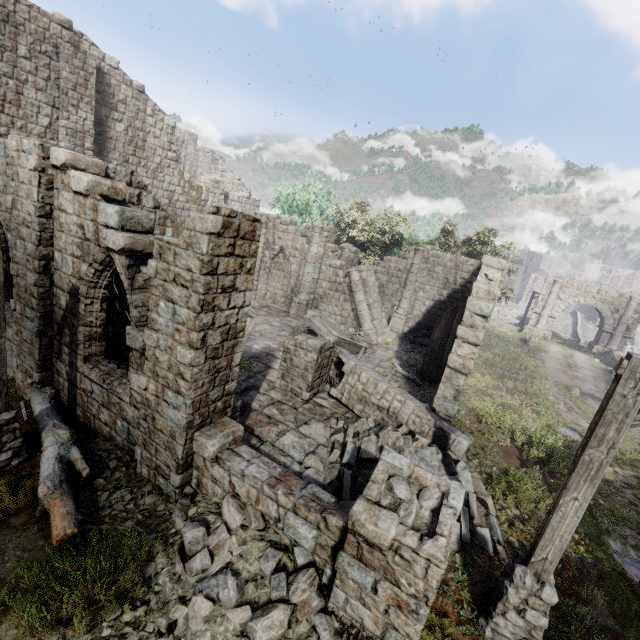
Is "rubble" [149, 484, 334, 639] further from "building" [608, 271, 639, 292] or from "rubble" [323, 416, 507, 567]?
"rubble" [323, 416, 507, 567]

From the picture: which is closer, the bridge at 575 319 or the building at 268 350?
the building at 268 350

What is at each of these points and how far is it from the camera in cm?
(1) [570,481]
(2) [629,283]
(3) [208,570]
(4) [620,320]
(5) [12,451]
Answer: (1) wooden lamp post, 446
(2) building, 5094
(3) rubble, 497
(4) stone arch, 2820
(5) wooden lamp post, 656

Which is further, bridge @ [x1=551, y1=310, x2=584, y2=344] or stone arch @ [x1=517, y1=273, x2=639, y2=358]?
bridge @ [x1=551, y1=310, x2=584, y2=344]

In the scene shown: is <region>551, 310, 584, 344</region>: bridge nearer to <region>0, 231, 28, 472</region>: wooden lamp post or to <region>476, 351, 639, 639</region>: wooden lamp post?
<region>476, 351, 639, 639</region>: wooden lamp post

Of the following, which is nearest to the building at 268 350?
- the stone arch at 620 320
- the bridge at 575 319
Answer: the stone arch at 620 320

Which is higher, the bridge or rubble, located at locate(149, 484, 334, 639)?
the bridge

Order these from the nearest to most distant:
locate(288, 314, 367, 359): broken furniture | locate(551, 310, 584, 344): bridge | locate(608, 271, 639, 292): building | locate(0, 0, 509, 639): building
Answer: locate(0, 0, 509, 639): building → locate(288, 314, 367, 359): broken furniture → locate(551, 310, 584, 344): bridge → locate(608, 271, 639, 292): building
